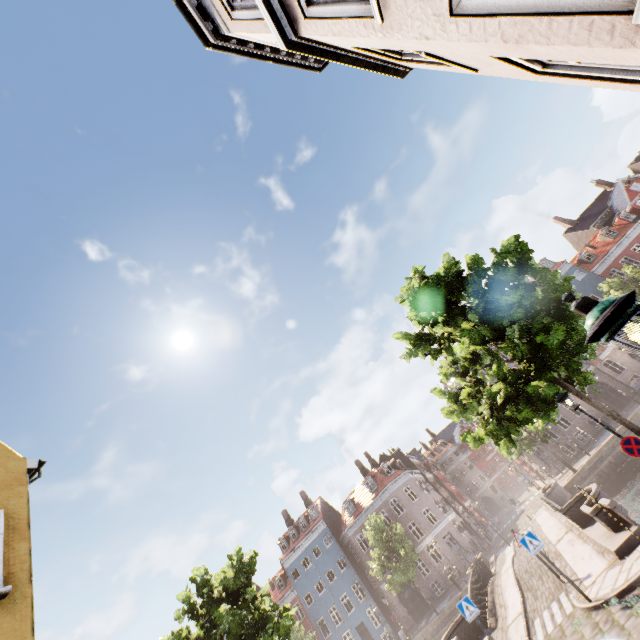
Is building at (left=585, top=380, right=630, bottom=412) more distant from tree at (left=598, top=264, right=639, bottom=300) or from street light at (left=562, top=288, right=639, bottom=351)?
street light at (left=562, top=288, right=639, bottom=351)

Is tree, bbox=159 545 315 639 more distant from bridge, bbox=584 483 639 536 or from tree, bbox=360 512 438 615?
bridge, bbox=584 483 639 536

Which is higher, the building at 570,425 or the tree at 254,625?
the tree at 254,625

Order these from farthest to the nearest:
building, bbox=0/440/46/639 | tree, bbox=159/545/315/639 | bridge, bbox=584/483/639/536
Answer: tree, bbox=159/545/315/639 < bridge, bbox=584/483/639/536 < building, bbox=0/440/46/639

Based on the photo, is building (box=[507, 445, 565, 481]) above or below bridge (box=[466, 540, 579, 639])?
above

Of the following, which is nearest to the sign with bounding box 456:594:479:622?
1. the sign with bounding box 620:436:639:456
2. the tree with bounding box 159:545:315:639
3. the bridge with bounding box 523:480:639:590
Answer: the bridge with bounding box 523:480:639:590

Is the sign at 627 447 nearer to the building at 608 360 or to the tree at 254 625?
the tree at 254 625

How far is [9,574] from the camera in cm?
655
